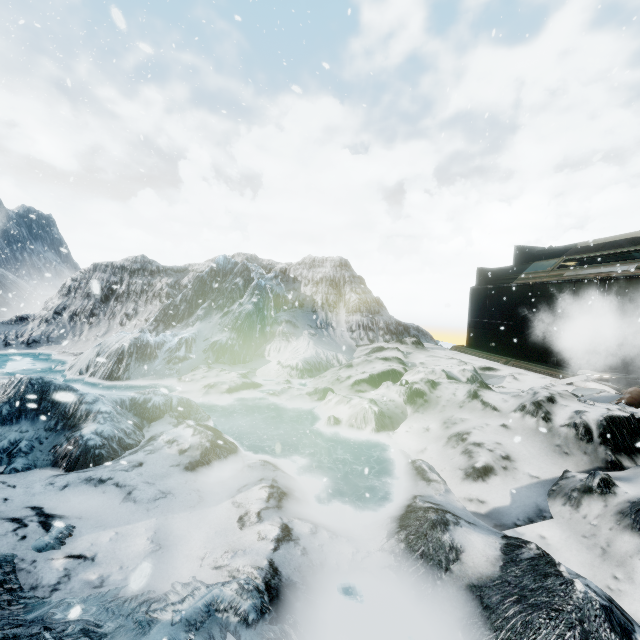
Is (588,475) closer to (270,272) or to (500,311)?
(500,311)
